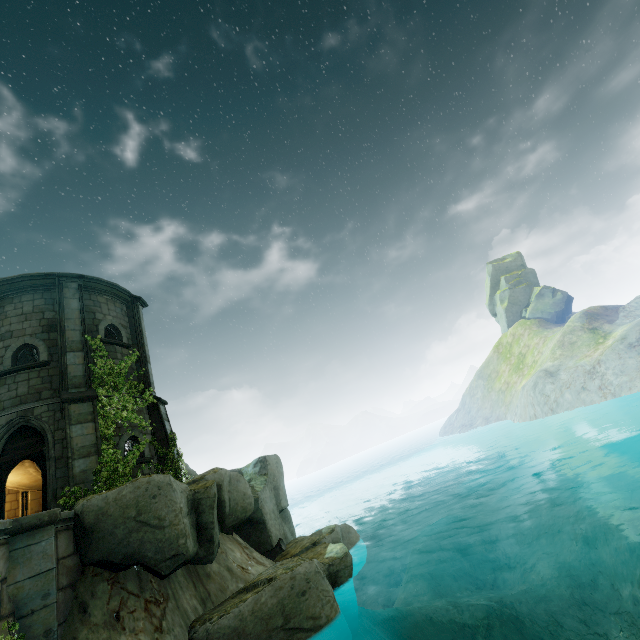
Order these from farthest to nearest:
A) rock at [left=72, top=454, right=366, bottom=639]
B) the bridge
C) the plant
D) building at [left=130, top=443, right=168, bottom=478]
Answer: building at [left=130, top=443, right=168, bottom=478], the plant, rock at [left=72, top=454, right=366, bottom=639], the bridge

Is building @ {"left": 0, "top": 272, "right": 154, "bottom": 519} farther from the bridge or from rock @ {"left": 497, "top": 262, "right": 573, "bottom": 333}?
rock @ {"left": 497, "top": 262, "right": 573, "bottom": 333}

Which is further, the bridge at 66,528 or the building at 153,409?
the building at 153,409

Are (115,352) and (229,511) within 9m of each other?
yes

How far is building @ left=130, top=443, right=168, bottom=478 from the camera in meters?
12.2 m

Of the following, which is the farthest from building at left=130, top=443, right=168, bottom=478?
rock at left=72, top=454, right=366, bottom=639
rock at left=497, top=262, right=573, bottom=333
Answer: rock at left=497, top=262, right=573, bottom=333

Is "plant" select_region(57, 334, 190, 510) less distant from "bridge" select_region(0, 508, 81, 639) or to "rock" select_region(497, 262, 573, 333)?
"bridge" select_region(0, 508, 81, 639)

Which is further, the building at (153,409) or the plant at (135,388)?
the building at (153,409)
